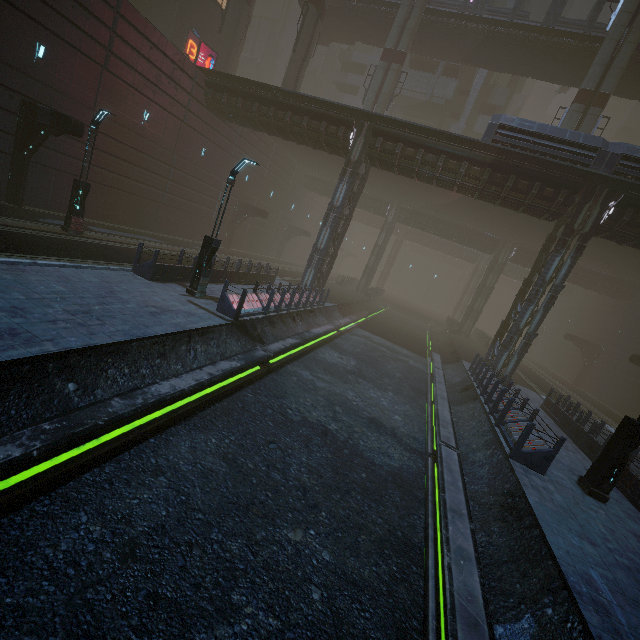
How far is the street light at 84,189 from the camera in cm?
1398

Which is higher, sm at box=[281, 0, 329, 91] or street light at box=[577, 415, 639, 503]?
sm at box=[281, 0, 329, 91]

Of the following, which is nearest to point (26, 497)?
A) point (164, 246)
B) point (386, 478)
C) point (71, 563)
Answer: point (71, 563)

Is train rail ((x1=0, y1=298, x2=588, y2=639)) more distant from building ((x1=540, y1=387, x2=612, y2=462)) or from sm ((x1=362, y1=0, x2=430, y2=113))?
sm ((x1=362, y1=0, x2=430, y2=113))

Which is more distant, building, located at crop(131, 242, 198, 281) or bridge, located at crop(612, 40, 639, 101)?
bridge, located at crop(612, 40, 639, 101)

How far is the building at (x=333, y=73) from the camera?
46.19m

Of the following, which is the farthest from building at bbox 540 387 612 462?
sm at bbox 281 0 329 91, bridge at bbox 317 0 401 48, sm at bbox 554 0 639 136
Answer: sm at bbox 554 0 639 136

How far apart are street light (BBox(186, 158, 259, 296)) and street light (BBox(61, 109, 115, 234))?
6.7m
